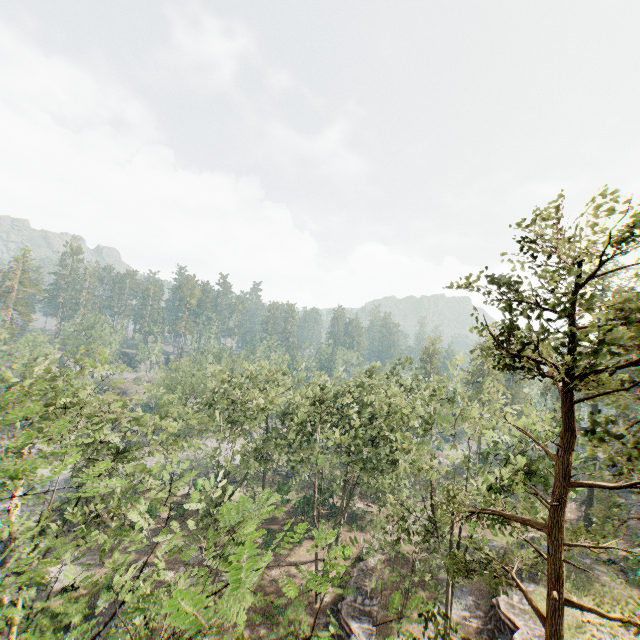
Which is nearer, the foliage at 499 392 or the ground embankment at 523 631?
the foliage at 499 392

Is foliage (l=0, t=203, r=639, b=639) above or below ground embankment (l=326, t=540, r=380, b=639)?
above

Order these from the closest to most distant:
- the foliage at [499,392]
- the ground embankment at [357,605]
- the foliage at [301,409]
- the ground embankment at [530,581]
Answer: the foliage at [301,409] → the foliage at [499,392] → the ground embankment at [357,605] → the ground embankment at [530,581]

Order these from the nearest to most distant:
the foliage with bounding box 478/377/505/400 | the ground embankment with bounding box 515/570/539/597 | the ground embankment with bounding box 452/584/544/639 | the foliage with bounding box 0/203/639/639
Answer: the foliage with bounding box 0/203/639/639 < the foliage with bounding box 478/377/505/400 < the ground embankment with bounding box 452/584/544/639 < the ground embankment with bounding box 515/570/539/597

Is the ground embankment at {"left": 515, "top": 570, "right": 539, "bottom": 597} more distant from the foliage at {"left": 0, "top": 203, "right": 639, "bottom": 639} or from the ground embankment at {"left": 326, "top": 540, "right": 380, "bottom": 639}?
the ground embankment at {"left": 326, "top": 540, "right": 380, "bottom": 639}

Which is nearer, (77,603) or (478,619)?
(77,603)

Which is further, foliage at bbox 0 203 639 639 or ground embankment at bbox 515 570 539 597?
ground embankment at bbox 515 570 539 597

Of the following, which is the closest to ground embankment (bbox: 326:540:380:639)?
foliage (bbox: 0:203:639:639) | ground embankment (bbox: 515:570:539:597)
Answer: foliage (bbox: 0:203:639:639)
